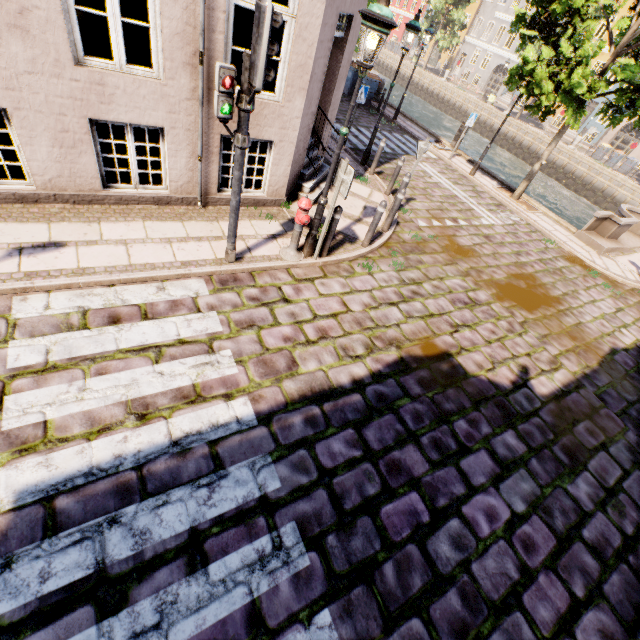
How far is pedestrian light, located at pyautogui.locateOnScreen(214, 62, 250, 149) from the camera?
3.6m

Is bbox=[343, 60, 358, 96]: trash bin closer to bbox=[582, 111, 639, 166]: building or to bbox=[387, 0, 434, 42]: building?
bbox=[582, 111, 639, 166]: building

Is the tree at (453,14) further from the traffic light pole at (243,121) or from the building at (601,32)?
the traffic light pole at (243,121)

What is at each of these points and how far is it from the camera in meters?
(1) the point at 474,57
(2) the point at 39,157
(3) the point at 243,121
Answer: (1) building, 43.6 m
(2) building, 4.9 m
(3) traffic light pole, 4.1 m

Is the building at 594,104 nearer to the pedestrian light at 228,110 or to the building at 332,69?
the building at 332,69

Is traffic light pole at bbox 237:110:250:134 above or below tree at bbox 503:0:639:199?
below

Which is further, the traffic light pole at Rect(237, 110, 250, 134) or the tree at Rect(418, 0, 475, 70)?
the tree at Rect(418, 0, 475, 70)

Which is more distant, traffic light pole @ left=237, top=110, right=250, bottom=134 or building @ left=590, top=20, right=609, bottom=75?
building @ left=590, top=20, right=609, bottom=75
